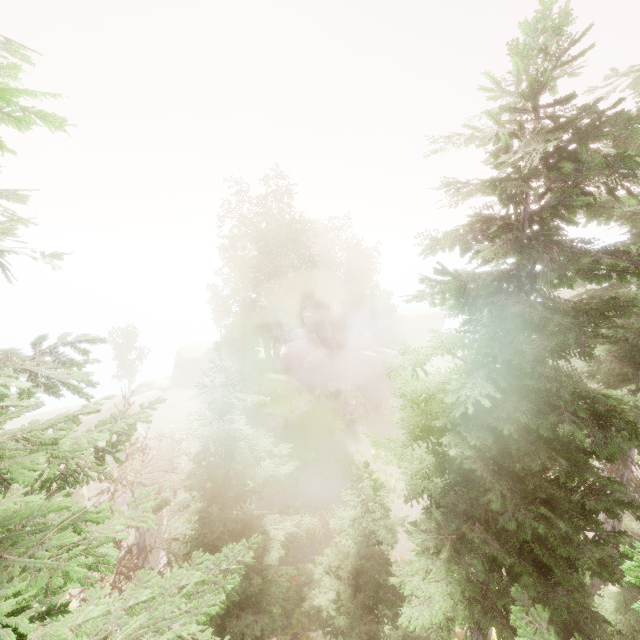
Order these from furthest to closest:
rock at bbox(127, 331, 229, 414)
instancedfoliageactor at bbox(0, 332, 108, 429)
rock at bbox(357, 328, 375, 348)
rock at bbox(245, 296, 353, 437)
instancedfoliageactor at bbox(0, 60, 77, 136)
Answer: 1. rock at bbox(357, 328, 375, 348)
2. rock at bbox(127, 331, 229, 414)
3. rock at bbox(245, 296, 353, 437)
4. instancedfoliageactor at bbox(0, 332, 108, 429)
5. instancedfoliageactor at bbox(0, 60, 77, 136)

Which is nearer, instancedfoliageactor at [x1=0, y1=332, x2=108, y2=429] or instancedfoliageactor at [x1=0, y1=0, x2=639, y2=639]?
instancedfoliageactor at [x1=0, y1=332, x2=108, y2=429]

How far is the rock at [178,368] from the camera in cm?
3628

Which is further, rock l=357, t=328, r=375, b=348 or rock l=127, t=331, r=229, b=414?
rock l=357, t=328, r=375, b=348

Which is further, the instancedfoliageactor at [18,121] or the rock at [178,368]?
the rock at [178,368]

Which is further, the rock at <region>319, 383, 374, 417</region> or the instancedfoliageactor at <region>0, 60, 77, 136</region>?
the rock at <region>319, 383, 374, 417</region>

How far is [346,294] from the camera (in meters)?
46.50
